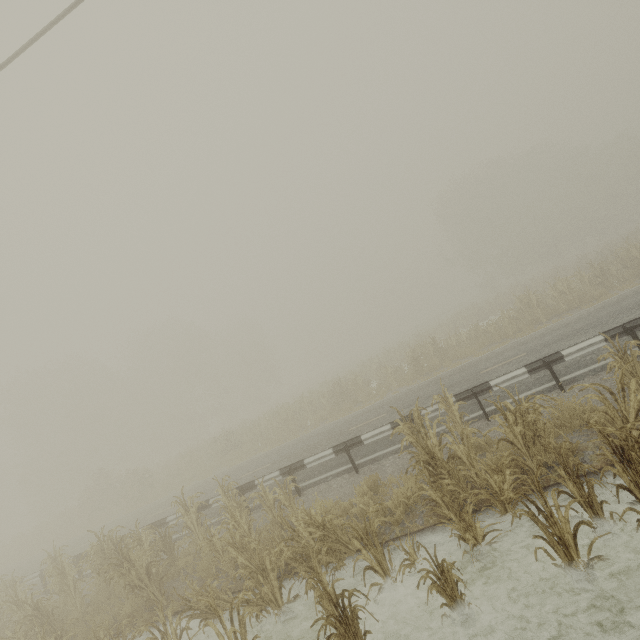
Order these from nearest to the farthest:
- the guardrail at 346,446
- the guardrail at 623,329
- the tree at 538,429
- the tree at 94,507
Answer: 1. the tree at 538,429
2. the tree at 94,507
3. the guardrail at 623,329
4. the guardrail at 346,446

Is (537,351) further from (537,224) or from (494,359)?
(537,224)

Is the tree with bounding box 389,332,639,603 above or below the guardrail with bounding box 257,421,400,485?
below

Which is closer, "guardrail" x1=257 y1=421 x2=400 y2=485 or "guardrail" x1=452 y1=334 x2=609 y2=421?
"guardrail" x1=452 y1=334 x2=609 y2=421

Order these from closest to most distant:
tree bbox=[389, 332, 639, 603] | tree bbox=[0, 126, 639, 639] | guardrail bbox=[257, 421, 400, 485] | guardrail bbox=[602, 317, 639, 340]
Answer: tree bbox=[389, 332, 639, 603] < tree bbox=[0, 126, 639, 639] < guardrail bbox=[602, 317, 639, 340] < guardrail bbox=[257, 421, 400, 485]

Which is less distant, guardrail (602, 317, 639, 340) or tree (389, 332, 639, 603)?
tree (389, 332, 639, 603)

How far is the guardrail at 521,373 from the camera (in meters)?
8.32
